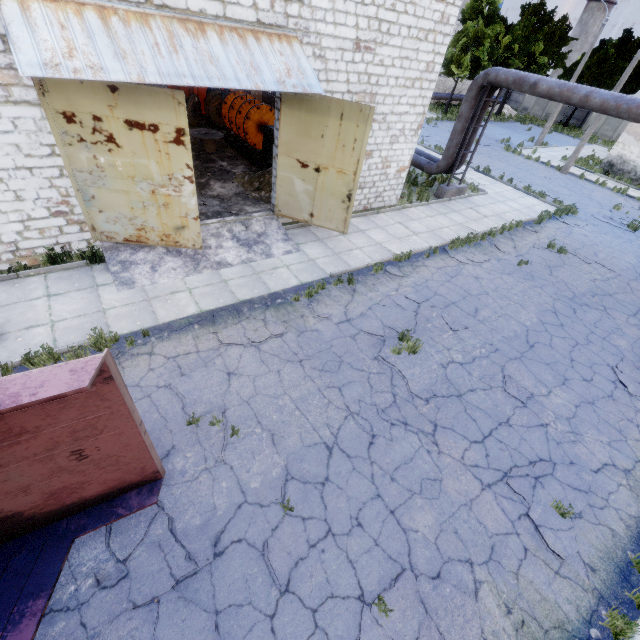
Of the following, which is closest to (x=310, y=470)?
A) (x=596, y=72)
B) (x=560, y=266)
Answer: (x=560, y=266)

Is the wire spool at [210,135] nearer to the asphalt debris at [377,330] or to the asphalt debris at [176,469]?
the asphalt debris at [377,330]

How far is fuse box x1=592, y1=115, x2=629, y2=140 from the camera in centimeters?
3716cm

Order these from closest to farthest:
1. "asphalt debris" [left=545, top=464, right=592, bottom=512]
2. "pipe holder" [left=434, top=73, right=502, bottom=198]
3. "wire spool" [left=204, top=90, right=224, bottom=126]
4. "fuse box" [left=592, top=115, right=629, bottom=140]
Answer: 1. "asphalt debris" [left=545, top=464, right=592, bottom=512]
2. "pipe holder" [left=434, top=73, right=502, bottom=198]
3. "wire spool" [left=204, top=90, right=224, bottom=126]
4. "fuse box" [left=592, top=115, right=629, bottom=140]

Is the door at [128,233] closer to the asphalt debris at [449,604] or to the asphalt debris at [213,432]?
the asphalt debris at [213,432]

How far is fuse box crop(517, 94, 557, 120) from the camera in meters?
42.1 m

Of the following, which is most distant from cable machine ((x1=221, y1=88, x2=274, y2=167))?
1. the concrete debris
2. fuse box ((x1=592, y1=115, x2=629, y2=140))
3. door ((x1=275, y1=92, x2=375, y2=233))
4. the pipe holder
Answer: fuse box ((x1=592, y1=115, x2=629, y2=140))

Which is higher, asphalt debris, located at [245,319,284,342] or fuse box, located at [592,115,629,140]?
fuse box, located at [592,115,629,140]
